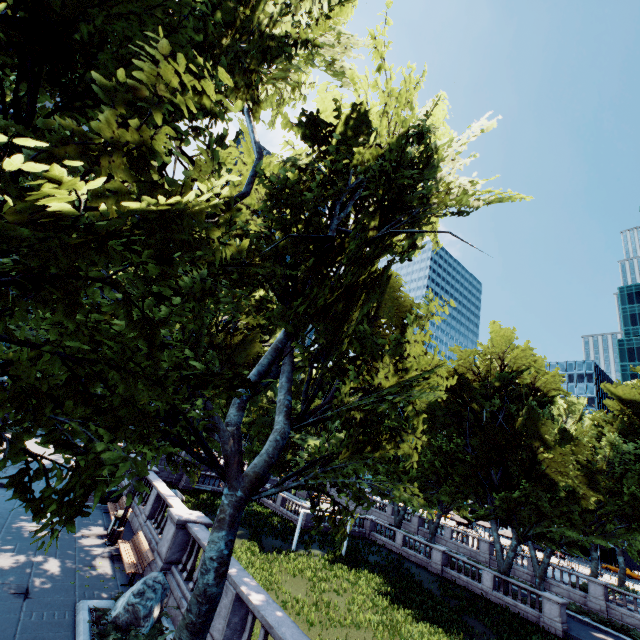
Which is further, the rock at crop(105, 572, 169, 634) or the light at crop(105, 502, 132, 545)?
the light at crop(105, 502, 132, 545)

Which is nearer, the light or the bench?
the bench

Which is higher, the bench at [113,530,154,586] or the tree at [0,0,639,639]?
the tree at [0,0,639,639]

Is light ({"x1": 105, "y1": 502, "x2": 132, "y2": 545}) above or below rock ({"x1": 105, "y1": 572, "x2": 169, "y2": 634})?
below

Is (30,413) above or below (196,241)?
below

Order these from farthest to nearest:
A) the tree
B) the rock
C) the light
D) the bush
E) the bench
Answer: the light → the bench → the rock → the bush → the tree

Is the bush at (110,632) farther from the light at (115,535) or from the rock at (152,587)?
the light at (115,535)

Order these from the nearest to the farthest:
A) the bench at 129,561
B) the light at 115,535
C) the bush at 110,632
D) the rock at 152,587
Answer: the bush at 110,632 → the rock at 152,587 → the bench at 129,561 → the light at 115,535
